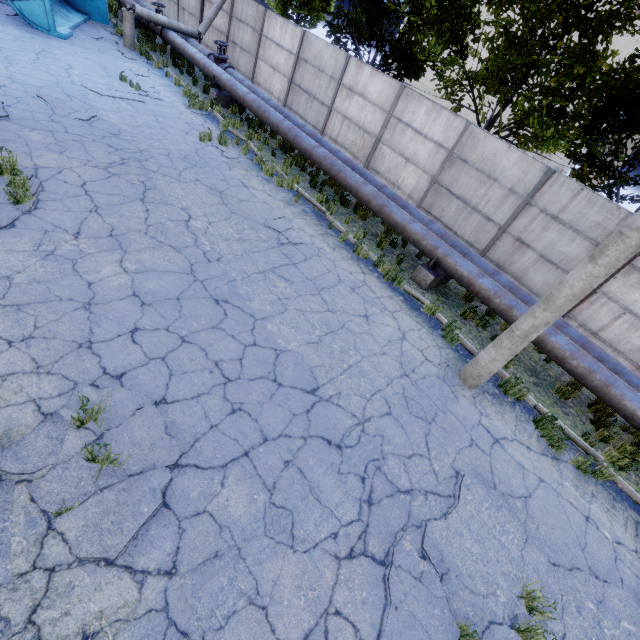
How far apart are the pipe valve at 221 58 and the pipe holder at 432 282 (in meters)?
12.93

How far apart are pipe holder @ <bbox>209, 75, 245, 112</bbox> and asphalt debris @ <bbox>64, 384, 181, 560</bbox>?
14.4m

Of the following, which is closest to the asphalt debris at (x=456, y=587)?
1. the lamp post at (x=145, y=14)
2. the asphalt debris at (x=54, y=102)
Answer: the asphalt debris at (x=54, y=102)

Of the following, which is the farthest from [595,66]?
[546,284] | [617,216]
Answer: [546,284]

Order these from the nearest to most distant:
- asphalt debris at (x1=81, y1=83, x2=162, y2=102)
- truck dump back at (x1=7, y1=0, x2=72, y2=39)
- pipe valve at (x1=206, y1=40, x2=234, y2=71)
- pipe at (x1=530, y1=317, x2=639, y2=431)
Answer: pipe at (x1=530, y1=317, x2=639, y2=431) → asphalt debris at (x1=81, y1=83, x2=162, y2=102) → truck dump back at (x1=7, y1=0, x2=72, y2=39) → pipe valve at (x1=206, y1=40, x2=234, y2=71)

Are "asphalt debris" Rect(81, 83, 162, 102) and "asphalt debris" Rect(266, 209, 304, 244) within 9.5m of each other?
yes

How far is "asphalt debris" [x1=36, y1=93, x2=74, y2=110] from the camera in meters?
8.5

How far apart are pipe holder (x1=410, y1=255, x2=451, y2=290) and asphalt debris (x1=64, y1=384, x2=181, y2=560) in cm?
725
